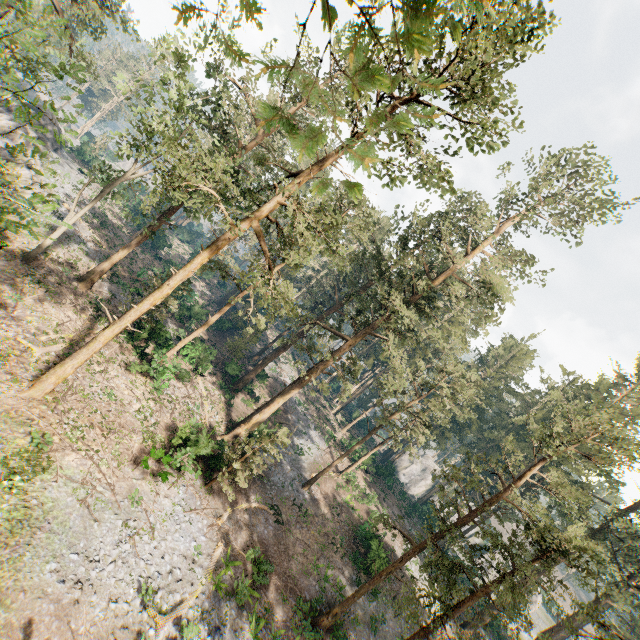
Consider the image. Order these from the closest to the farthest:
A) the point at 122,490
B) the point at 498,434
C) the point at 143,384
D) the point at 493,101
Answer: the point at 493,101
the point at 122,490
the point at 143,384
the point at 498,434

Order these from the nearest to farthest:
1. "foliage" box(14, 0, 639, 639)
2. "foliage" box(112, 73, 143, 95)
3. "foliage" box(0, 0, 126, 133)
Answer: "foliage" box(0, 0, 126, 133) → "foliage" box(14, 0, 639, 639) → "foliage" box(112, 73, 143, 95)

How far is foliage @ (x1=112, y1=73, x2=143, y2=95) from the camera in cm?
1900

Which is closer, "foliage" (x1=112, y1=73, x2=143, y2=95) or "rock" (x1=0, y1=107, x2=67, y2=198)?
"foliage" (x1=112, y1=73, x2=143, y2=95)

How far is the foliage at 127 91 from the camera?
19.0m

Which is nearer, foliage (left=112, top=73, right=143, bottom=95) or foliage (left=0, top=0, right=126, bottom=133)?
foliage (left=0, top=0, right=126, bottom=133)

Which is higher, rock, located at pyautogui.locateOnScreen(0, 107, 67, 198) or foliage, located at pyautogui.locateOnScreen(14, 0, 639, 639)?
foliage, located at pyautogui.locateOnScreen(14, 0, 639, 639)

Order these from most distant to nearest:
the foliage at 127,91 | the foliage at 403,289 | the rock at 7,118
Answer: the rock at 7,118, the foliage at 127,91, the foliage at 403,289
